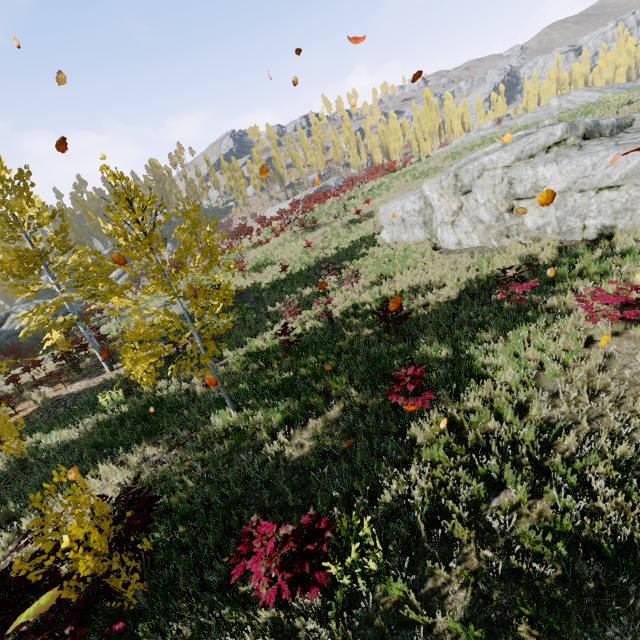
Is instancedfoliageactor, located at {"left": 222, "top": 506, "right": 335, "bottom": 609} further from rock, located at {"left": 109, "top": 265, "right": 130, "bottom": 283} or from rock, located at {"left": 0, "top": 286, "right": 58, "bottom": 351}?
rock, located at {"left": 0, "top": 286, "right": 58, "bottom": 351}

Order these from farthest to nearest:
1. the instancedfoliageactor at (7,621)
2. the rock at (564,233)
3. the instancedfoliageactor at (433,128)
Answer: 1. the instancedfoliageactor at (433,128)
2. the rock at (564,233)
3. the instancedfoliageactor at (7,621)

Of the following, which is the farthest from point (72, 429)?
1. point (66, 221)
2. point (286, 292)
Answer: point (286, 292)

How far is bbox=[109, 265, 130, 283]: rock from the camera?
43.91m

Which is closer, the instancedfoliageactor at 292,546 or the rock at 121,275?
the instancedfoliageactor at 292,546

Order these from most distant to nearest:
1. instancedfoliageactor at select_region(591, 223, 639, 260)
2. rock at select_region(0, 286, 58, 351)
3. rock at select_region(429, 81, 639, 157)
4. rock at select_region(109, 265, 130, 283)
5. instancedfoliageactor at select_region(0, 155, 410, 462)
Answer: rock at select_region(109, 265, 130, 283) → rock at select_region(429, 81, 639, 157) → rock at select_region(0, 286, 58, 351) → instancedfoliageactor at select_region(591, 223, 639, 260) → instancedfoliageactor at select_region(0, 155, 410, 462)

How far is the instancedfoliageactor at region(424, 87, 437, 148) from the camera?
56.9 meters

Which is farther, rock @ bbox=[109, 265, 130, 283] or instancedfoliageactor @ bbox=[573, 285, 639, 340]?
rock @ bbox=[109, 265, 130, 283]
